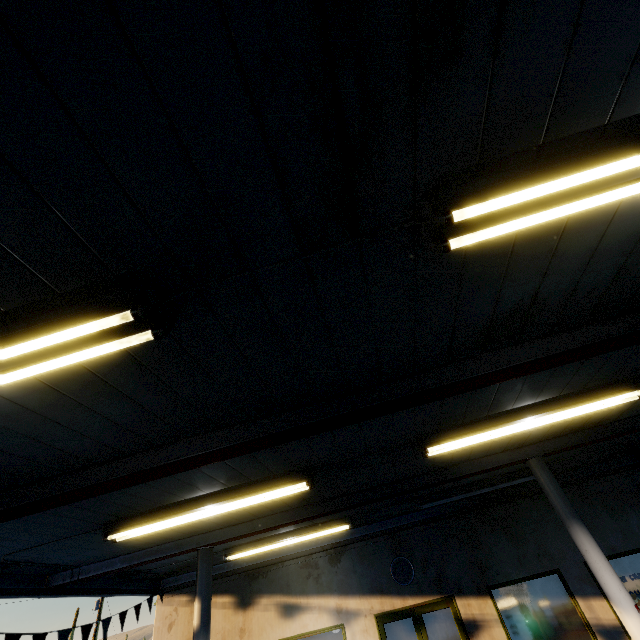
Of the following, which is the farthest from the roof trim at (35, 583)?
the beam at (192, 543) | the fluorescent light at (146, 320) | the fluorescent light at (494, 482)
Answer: the fluorescent light at (146, 320)

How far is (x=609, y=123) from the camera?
1.61m

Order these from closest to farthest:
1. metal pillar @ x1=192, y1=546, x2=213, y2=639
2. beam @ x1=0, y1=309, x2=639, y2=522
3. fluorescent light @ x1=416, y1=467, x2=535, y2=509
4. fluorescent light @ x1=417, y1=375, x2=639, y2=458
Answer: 1. beam @ x1=0, y1=309, x2=639, y2=522
2. fluorescent light @ x1=417, y1=375, x2=639, y2=458
3. metal pillar @ x1=192, y1=546, x2=213, y2=639
4. fluorescent light @ x1=416, y1=467, x2=535, y2=509

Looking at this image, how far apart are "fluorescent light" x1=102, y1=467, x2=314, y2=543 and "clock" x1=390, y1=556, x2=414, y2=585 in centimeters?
560cm

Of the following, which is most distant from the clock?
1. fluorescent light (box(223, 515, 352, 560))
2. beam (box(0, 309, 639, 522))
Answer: beam (box(0, 309, 639, 522))

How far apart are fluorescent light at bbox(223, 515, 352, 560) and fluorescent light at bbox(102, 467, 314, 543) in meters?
3.5 m

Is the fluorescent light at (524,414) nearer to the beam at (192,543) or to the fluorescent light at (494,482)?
the beam at (192,543)

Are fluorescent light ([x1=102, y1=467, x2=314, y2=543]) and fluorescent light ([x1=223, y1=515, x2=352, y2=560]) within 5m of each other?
yes
